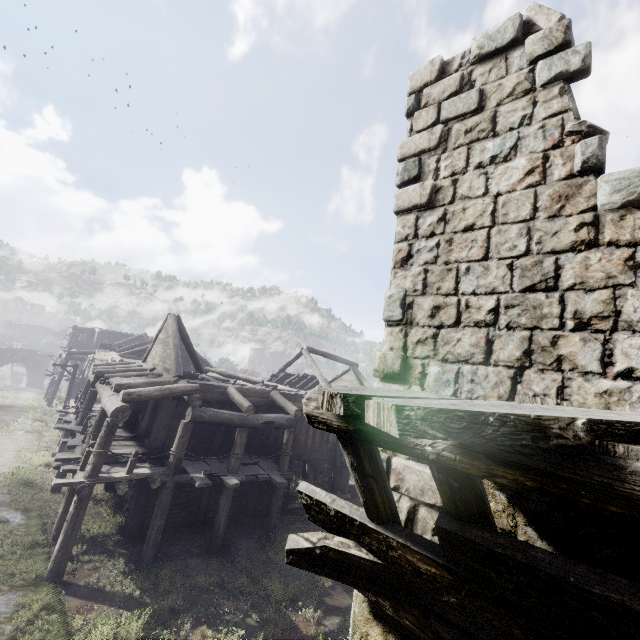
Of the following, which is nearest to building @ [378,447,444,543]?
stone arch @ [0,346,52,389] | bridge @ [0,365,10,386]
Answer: stone arch @ [0,346,52,389]

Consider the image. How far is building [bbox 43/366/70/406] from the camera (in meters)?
30.27

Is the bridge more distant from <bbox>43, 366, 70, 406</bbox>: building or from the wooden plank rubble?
the wooden plank rubble

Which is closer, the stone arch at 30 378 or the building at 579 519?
the building at 579 519

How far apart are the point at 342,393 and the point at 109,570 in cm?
1271

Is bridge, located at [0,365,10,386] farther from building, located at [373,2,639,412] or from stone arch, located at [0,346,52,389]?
building, located at [373,2,639,412]

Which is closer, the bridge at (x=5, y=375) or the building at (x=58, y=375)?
the building at (x=58, y=375)

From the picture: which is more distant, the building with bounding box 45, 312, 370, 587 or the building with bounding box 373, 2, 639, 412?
the building with bounding box 45, 312, 370, 587
